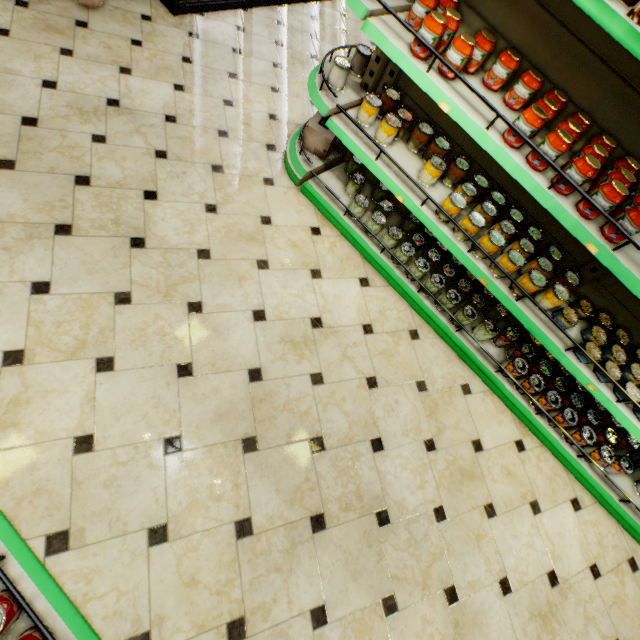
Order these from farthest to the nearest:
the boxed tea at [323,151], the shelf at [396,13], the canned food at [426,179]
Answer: the boxed tea at [323,151] < the canned food at [426,179] < the shelf at [396,13]

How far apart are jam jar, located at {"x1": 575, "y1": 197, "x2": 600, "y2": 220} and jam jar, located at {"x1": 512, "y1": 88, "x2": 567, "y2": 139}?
0.3m

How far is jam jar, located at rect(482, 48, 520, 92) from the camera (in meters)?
1.83

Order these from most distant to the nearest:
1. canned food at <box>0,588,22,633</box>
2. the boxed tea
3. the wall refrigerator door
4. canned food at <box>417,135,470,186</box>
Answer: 1. the wall refrigerator door
2. the boxed tea
3. canned food at <box>417,135,470,186</box>
4. canned food at <box>0,588,22,633</box>

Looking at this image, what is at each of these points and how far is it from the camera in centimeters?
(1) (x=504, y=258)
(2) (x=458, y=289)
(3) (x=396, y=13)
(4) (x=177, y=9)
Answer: (1) canned food, 213cm
(2) canned food, 272cm
(3) shelf, 206cm
(4) wall refrigerator door, 333cm

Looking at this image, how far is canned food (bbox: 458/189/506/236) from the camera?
2.1 meters

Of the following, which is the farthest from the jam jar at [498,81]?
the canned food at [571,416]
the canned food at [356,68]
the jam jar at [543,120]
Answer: the canned food at [571,416]

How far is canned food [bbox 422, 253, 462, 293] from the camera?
2.64m
